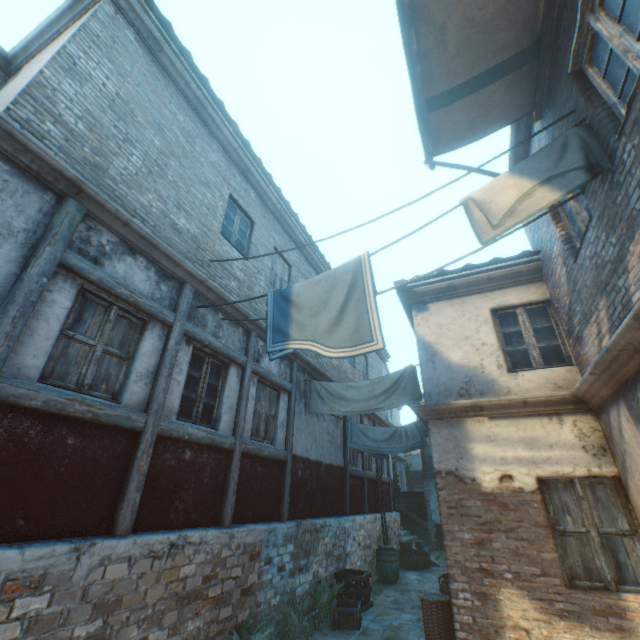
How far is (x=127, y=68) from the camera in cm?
549

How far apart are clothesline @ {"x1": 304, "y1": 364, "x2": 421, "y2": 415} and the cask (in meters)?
9.32

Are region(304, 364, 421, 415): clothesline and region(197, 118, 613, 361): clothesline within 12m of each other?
yes

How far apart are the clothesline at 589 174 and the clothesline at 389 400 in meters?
3.6

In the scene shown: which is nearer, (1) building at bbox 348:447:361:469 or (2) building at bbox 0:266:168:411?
(2) building at bbox 0:266:168:411

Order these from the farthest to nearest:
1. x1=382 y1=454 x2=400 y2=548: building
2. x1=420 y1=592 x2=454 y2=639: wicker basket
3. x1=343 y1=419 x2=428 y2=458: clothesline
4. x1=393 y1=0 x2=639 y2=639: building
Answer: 1. x1=382 y1=454 x2=400 y2=548: building
2. x1=343 y1=419 x2=428 y2=458: clothesline
3. x1=420 y1=592 x2=454 y2=639: wicker basket
4. x1=393 y1=0 x2=639 y2=639: building

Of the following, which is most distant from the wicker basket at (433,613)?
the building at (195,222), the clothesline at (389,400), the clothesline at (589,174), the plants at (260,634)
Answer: the clothesline at (589,174)

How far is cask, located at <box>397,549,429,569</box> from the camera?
13.1m
